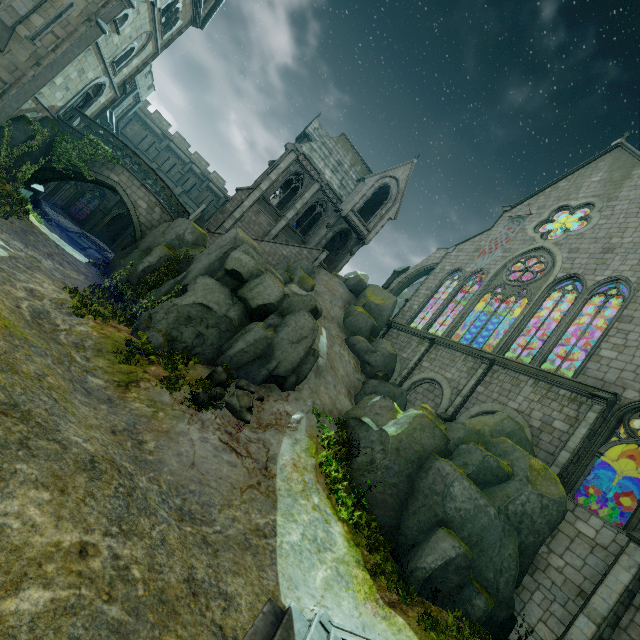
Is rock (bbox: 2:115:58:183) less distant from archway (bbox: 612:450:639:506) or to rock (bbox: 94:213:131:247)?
rock (bbox: 94:213:131:247)

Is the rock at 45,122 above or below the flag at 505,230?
below

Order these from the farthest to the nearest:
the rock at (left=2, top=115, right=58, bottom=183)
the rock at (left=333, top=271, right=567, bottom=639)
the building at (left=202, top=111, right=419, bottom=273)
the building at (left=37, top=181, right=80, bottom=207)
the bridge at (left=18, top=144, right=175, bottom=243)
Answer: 1. the building at (left=37, top=181, right=80, bottom=207)
2. the building at (left=202, top=111, right=419, bottom=273)
3. the bridge at (left=18, top=144, right=175, bottom=243)
4. the rock at (left=2, top=115, right=58, bottom=183)
5. the rock at (left=333, top=271, right=567, bottom=639)

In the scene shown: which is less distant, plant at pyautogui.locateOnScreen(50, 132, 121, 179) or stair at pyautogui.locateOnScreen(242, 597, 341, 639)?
stair at pyautogui.locateOnScreen(242, 597, 341, 639)

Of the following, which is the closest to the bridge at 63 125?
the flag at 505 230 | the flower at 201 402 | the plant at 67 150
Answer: the plant at 67 150

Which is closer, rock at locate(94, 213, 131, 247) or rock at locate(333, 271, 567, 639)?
rock at locate(333, 271, 567, 639)

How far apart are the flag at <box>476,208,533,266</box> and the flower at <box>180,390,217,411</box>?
22.8 meters

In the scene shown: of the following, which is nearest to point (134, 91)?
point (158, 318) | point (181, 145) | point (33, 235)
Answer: point (181, 145)
